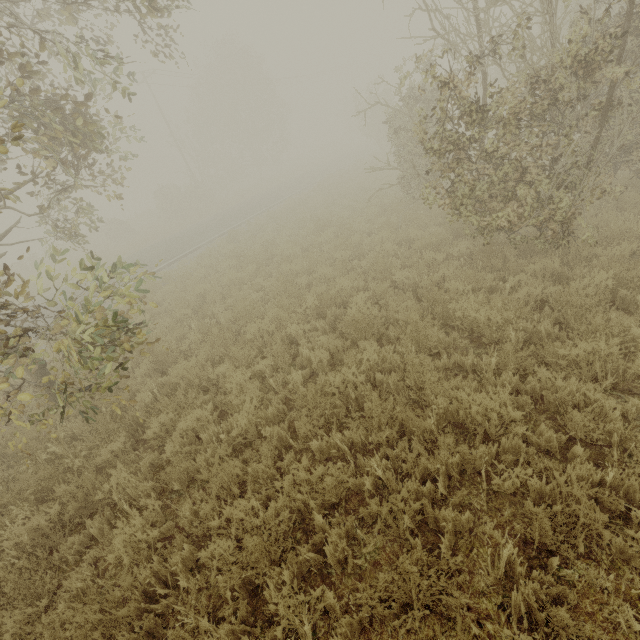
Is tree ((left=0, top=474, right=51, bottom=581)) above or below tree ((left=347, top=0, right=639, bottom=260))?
below

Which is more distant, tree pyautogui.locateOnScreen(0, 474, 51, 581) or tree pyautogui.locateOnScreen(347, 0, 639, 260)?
tree pyautogui.locateOnScreen(347, 0, 639, 260)

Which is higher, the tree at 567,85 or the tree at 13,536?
the tree at 567,85

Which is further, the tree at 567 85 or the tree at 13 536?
the tree at 567 85

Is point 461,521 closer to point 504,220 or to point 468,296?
point 468,296
